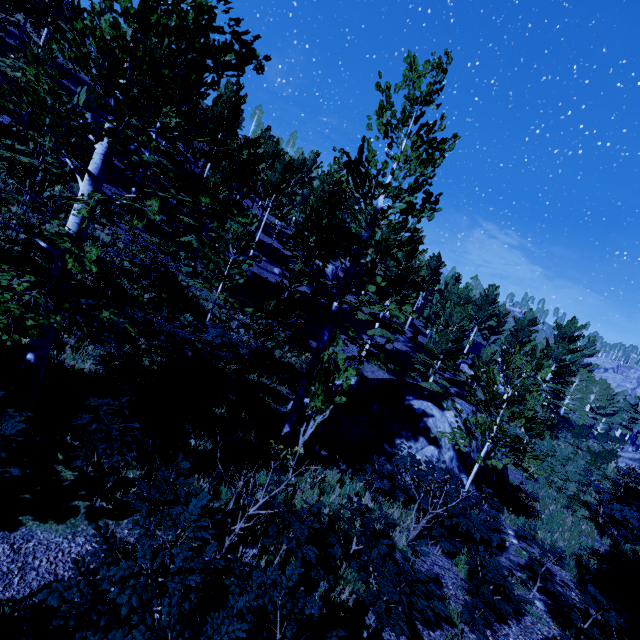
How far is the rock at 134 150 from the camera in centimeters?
2371cm

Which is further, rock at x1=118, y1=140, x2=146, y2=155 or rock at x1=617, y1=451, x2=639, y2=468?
rock at x1=617, y1=451, x2=639, y2=468

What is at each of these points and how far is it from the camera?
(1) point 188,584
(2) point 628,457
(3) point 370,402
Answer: (1) instancedfoliageactor, 2.7 meters
(2) rock, 25.9 meters
(3) rock, 11.9 meters

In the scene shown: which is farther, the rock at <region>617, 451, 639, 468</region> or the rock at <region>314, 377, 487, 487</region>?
the rock at <region>617, 451, 639, 468</region>

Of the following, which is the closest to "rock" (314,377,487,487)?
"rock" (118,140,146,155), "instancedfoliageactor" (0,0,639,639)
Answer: "instancedfoliageactor" (0,0,639,639)

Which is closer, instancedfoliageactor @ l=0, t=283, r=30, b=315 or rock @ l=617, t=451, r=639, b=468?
instancedfoliageactor @ l=0, t=283, r=30, b=315

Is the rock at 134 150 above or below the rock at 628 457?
above

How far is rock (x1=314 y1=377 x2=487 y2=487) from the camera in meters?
11.0
